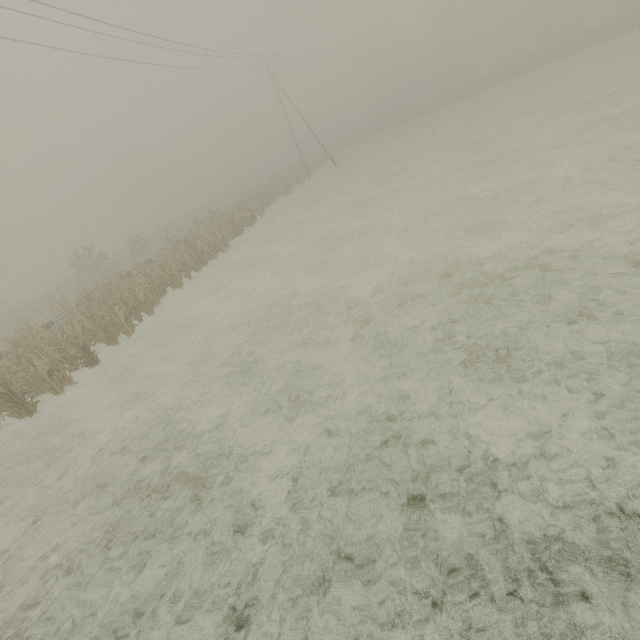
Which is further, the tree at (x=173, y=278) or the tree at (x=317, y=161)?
the tree at (x=317, y=161)

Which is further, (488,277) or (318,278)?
(318,278)

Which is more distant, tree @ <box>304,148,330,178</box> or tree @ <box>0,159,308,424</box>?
tree @ <box>304,148,330,178</box>

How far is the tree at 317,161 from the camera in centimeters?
4356cm

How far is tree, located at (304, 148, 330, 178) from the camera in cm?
4356
